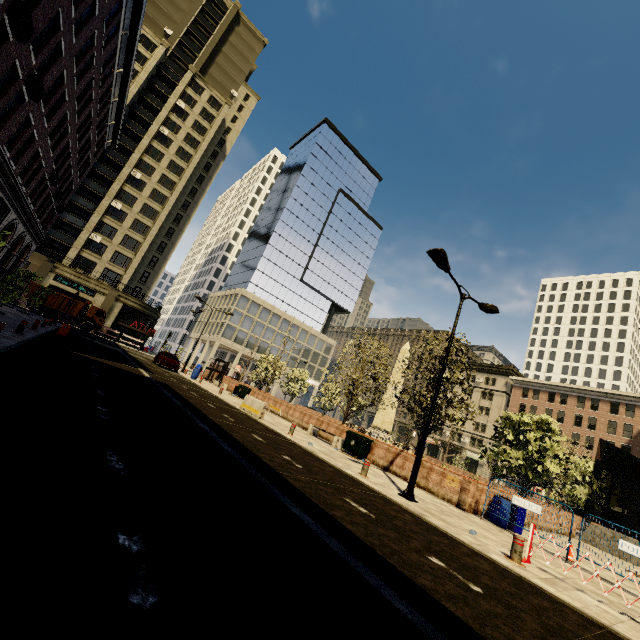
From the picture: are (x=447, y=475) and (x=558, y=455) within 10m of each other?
yes

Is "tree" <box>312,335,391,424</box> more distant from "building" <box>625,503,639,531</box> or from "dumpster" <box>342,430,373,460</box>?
"building" <box>625,503,639,531</box>

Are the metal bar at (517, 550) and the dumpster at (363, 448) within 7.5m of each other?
no

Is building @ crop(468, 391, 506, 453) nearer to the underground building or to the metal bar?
the underground building

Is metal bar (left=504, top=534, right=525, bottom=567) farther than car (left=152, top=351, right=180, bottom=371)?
No

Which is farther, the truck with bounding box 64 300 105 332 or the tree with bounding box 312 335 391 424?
the truck with bounding box 64 300 105 332

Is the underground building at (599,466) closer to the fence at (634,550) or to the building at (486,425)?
the fence at (634,550)

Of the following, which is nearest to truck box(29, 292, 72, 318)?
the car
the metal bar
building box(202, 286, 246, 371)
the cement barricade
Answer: the car
